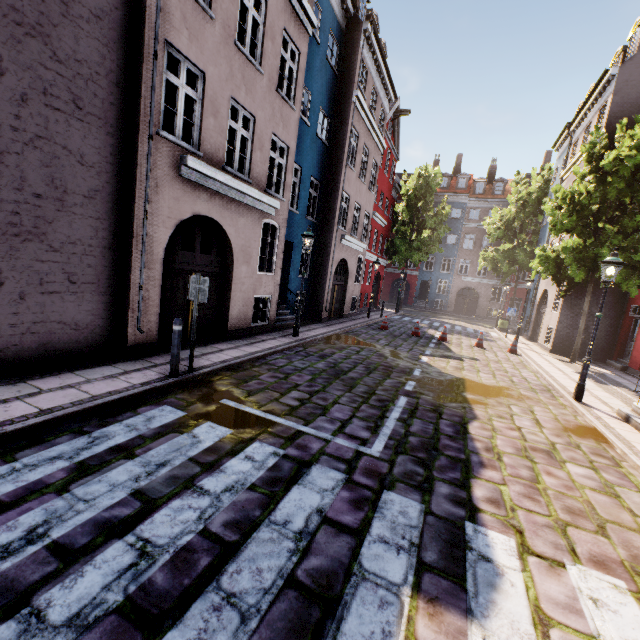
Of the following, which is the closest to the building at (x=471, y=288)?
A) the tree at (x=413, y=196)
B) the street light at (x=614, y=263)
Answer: the street light at (x=614, y=263)

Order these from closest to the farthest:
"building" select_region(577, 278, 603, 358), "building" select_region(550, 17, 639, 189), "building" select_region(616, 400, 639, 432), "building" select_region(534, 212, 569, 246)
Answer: "building" select_region(616, 400, 639, 432), "building" select_region(550, 17, 639, 189), "building" select_region(577, 278, 603, 358), "building" select_region(534, 212, 569, 246)

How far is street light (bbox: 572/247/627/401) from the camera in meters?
7.7 m

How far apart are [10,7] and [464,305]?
40.5m

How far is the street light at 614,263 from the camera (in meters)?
7.69

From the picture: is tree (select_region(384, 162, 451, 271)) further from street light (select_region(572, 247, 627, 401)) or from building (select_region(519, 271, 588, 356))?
street light (select_region(572, 247, 627, 401))

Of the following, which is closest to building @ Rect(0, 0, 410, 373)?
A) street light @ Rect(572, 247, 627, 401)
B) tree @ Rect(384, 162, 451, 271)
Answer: street light @ Rect(572, 247, 627, 401)

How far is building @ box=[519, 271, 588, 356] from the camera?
15.9 meters
